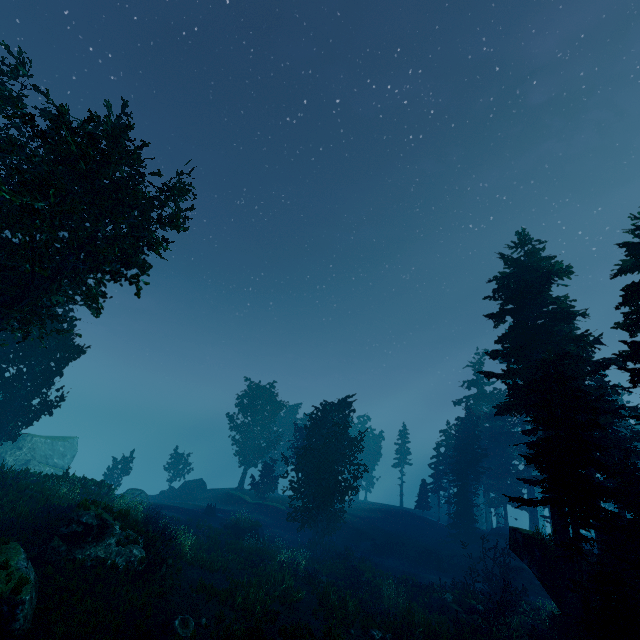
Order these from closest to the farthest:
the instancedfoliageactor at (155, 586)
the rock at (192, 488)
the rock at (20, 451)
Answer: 1. the instancedfoliageactor at (155, 586)
2. the rock at (20, 451)
3. the rock at (192, 488)

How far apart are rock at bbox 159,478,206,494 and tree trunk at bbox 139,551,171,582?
32.2 meters

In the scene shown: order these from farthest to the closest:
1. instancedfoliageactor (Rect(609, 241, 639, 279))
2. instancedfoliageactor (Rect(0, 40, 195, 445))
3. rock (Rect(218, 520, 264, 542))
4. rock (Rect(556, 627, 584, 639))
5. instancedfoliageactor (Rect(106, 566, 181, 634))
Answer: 1. rock (Rect(218, 520, 264, 542))
2. instancedfoliageactor (Rect(609, 241, 639, 279))
3. rock (Rect(556, 627, 584, 639))
4. instancedfoliageactor (Rect(0, 40, 195, 445))
5. instancedfoliageactor (Rect(106, 566, 181, 634))

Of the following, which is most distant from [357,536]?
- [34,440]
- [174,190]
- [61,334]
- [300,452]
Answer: [34,440]

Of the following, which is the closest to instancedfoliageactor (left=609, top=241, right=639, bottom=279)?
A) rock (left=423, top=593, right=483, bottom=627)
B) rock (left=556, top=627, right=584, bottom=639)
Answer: rock (left=556, top=627, right=584, bottom=639)

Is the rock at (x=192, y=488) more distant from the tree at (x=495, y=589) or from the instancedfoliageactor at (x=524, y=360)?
the tree at (x=495, y=589)

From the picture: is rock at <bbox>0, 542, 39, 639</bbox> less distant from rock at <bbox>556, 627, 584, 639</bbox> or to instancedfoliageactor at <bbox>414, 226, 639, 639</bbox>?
instancedfoliageactor at <bbox>414, 226, 639, 639</bbox>
